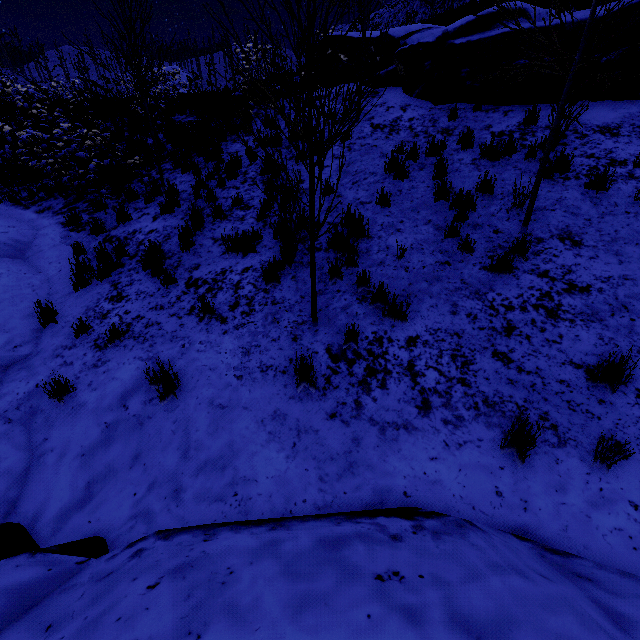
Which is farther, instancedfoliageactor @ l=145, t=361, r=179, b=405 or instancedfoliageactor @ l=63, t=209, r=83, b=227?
instancedfoliageactor @ l=63, t=209, r=83, b=227

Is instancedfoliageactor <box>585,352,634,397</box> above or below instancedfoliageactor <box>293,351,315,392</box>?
above

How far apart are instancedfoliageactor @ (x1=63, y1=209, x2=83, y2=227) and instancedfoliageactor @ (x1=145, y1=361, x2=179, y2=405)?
5.59m

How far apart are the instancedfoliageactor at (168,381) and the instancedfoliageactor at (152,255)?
2.3m

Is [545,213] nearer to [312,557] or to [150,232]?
[312,557]

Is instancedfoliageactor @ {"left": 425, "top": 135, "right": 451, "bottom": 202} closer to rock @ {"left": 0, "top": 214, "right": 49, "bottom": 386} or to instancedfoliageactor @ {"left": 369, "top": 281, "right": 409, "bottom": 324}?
instancedfoliageactor @ {"left": 369, "top": 281, "right": 409, "bottom": 324}

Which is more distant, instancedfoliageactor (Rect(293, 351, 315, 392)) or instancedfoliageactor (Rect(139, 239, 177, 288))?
instancedfoliageactor (Rect(139, 239, 177, 288))

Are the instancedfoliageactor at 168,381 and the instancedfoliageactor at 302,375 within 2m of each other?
yes
